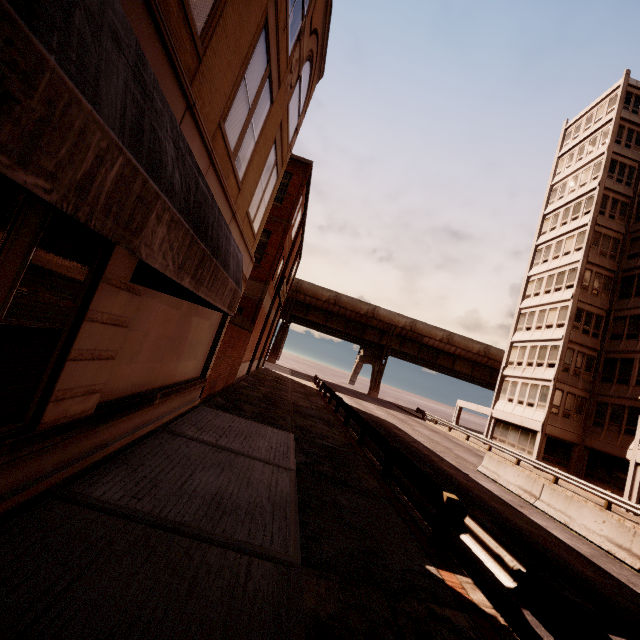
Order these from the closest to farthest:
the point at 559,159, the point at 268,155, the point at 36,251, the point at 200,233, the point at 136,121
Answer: the point at 136,121, the point at 200,233, the point at 36,251, the point at 268,155, the point at 559,159

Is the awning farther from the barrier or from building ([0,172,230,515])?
the barrier

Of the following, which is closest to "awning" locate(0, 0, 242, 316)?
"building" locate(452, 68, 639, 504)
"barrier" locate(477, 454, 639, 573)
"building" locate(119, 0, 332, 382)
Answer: "building" locate(119, 0, 332, 382)

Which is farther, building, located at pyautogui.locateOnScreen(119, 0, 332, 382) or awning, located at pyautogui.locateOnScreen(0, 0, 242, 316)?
building, located at pyautogui.locateOnScreen(119, 0, 332, 382)

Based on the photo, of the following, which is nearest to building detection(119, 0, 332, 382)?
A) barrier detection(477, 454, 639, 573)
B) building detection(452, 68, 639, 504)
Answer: barrier detection(477, 454, 639, 573)

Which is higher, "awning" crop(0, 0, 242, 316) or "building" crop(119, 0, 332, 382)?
"building" crop(119, 0, 332, 382)

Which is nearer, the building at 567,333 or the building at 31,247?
the building at 31,247

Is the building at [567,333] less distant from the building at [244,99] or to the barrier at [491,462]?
the barrier at [491,462]
